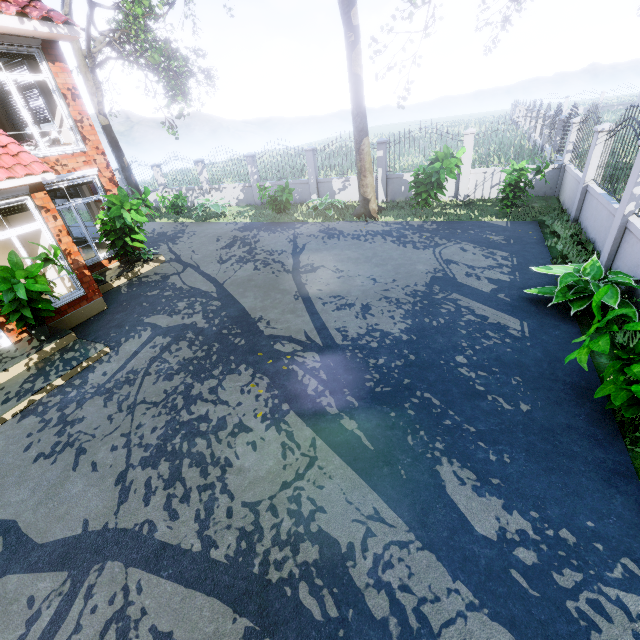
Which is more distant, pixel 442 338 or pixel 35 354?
pixel 35 354

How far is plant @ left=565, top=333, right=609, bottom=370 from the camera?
3.2m

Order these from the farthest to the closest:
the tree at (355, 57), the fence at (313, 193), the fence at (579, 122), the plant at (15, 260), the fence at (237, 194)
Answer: the fence at (237, 194) < the fence at (313, 193) < the tree at (355, 57) < the fence at (579, 122) < the plant at (15, 260)

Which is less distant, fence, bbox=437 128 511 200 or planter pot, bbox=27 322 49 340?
planter pot, bbox=27 322 49 340

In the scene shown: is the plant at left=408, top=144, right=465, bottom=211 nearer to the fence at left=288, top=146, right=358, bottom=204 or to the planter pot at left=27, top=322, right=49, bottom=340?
the fence at left=288, top=146, right=358, bottom=204

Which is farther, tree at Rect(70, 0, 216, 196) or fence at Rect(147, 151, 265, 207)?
Answer: fence at Rect(147, 151, 265, 207)

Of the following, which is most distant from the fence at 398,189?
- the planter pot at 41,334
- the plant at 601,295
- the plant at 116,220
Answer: the planter pot at 41,334

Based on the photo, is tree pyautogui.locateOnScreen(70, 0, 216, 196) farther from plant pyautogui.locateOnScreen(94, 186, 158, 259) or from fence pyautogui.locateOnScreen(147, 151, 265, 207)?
plant pyautogui.locateOnScreen(94, 186, 158, 259)
